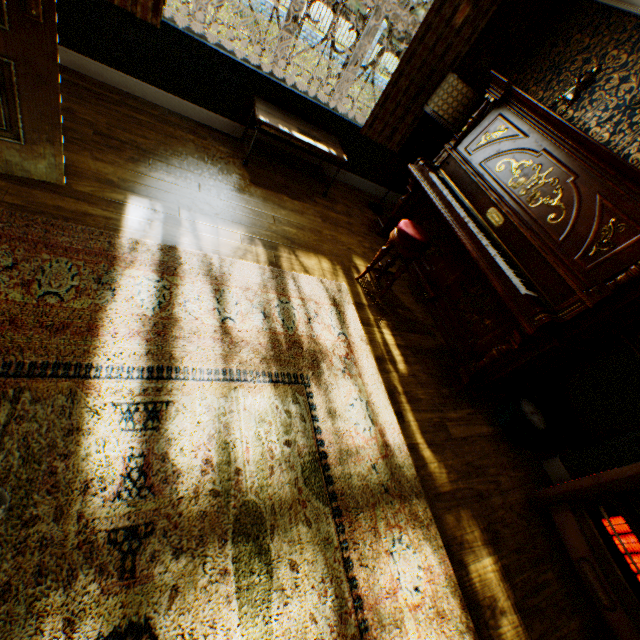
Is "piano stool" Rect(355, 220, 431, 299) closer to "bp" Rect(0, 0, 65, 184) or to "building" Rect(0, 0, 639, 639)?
"building" Rect(0, 0, 639, 639)

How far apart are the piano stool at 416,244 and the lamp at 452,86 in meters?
1.6 m

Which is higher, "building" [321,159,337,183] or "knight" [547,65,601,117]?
"knight" [547,65,601,117]

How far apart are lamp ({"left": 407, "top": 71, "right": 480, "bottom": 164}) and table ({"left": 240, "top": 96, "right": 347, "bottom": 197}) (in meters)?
1.10

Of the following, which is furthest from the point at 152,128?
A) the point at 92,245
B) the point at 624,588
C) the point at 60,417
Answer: the point at 624,588

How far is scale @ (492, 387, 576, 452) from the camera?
2.9 meters

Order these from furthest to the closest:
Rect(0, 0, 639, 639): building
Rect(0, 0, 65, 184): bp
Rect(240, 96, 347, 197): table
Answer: Rect(240, 96, 347, 197): table
Rect(0, 0, 639, 639): building
Rect(0, 0, 65, 184): bp

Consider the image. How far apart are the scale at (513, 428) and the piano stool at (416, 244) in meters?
1.6 m
